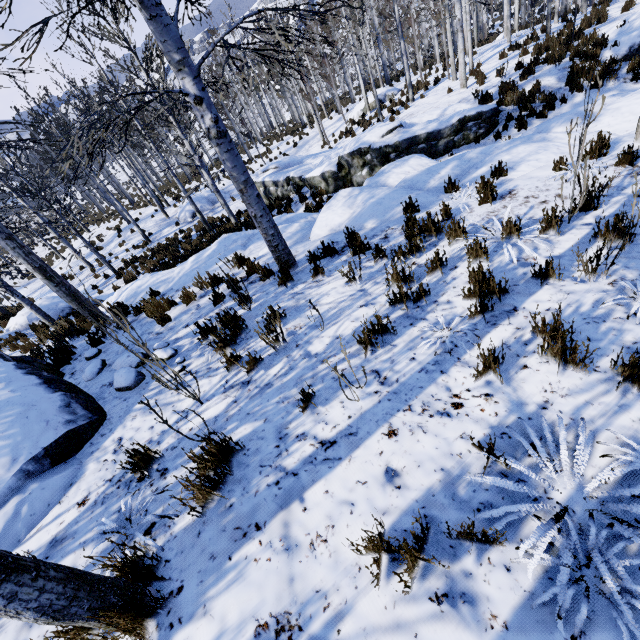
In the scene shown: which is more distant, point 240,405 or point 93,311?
point 93,311

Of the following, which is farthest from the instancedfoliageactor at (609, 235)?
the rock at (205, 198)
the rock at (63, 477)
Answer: the rock at (205, 198)

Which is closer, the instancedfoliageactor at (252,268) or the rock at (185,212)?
the instancedfoliageactor at (252,268)

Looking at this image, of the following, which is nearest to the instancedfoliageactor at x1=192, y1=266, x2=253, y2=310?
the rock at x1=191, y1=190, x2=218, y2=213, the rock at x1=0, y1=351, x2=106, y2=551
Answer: the rock at x1=0, y1=351, x2=106, y2=551

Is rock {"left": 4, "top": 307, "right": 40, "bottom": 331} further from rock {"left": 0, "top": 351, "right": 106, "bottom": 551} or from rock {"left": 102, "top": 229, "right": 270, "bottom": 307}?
rock {"left": 0, "top": 351, "right": 106, "bottom": 551}
